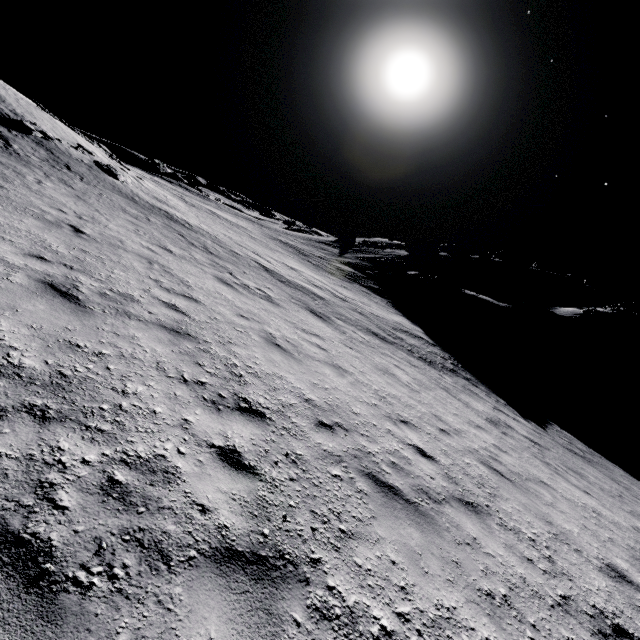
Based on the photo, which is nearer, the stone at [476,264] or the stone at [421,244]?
the stone at [476,264]

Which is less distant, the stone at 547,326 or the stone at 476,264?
the stone at 547,326

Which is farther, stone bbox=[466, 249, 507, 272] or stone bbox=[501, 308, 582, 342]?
stone bbox=[466, 249, 507, 272]

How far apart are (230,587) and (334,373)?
5.6 meters

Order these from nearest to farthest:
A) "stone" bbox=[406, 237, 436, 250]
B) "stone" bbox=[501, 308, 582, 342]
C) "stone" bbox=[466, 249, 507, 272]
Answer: "stone" bbox=[501, 308, 582, 342] → "stone" bbox=[466, 249, 507, 272] → "stone" bbox=[406, 237, 436, 250]

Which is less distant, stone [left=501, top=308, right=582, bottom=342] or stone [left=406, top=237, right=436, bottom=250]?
stone [left=501, top=308, right=582, bottom=342]

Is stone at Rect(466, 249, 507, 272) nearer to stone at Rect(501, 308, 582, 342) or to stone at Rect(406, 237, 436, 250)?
stone at Rect(406, 237, 436, 250)

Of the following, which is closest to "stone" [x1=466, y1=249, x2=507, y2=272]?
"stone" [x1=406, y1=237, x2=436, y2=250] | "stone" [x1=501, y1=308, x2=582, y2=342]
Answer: "stone" [x1=406, y1=237, x2=436, y2=250]
